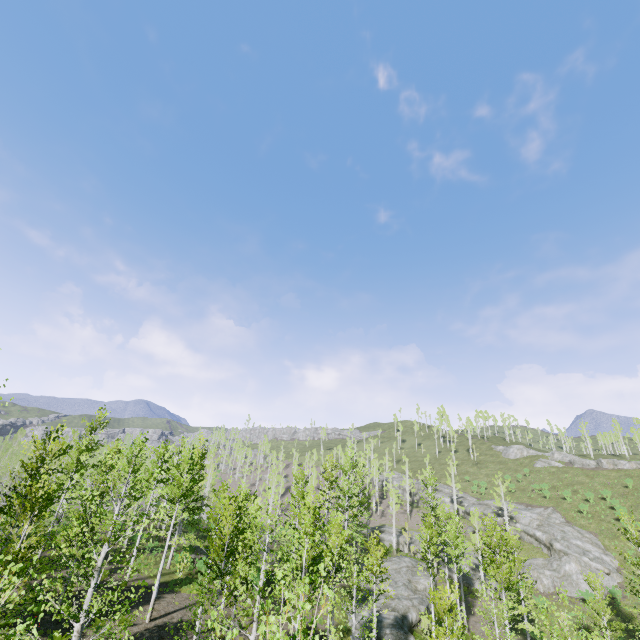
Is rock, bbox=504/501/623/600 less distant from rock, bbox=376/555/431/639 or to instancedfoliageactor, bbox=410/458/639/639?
instancedfoliageactor, bbox=410/458/639/639

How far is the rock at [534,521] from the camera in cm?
3566

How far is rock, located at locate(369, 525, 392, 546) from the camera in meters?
49.3 m

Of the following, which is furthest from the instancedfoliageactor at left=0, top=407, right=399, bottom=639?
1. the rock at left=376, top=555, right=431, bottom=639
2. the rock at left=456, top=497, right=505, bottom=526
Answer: the rock at left=456, top=497, right=505, bottom=526

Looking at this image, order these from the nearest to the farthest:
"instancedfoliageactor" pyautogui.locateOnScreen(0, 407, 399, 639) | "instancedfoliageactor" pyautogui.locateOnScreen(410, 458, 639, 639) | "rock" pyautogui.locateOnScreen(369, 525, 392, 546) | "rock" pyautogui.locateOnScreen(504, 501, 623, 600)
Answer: "instancedfoliageactor" pyautogui.locateOnScreen(0, 407, 399, 639) → "instancedfoliageactor" pyautogui.locateOnScreen(410, 458, 639, 639) → "rock" pyautogui.locateOnScreen(504, 501, 623, 600) → "rock" pyautogui.locateOnScreen(369, 525, 392, 546)

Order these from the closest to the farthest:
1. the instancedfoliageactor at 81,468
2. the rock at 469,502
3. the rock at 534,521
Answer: the instancedfoliageactor at 81,468 < the rock at 534,521 < the rock at 469,502

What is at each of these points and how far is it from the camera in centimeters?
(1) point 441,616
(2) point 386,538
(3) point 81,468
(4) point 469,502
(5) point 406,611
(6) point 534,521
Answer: (1) instancedfoliageactor, 1527cm
(2) rock, 4969cm
(3) instancedfoliageactor, 2556cm
(4) rock, 5694cm
(5) rock, 2742cm
(6) rock, 4534cm

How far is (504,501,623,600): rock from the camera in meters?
35.7
